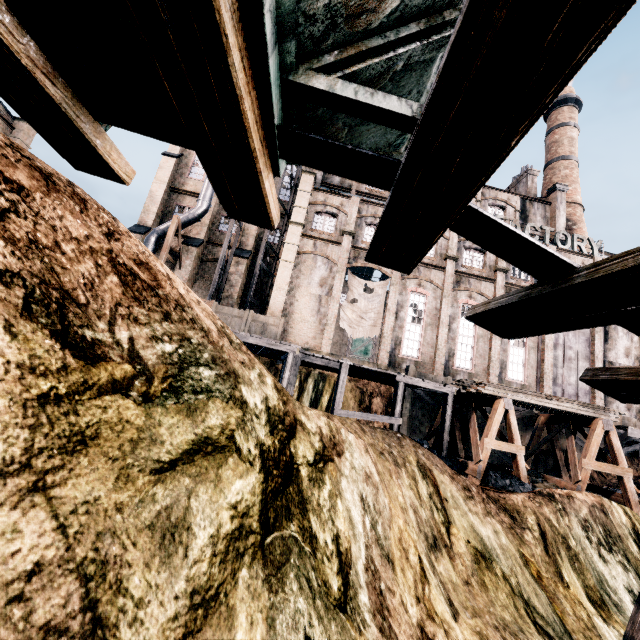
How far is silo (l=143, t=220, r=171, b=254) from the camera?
26.14m

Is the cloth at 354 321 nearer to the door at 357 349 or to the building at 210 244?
the building at 210 244

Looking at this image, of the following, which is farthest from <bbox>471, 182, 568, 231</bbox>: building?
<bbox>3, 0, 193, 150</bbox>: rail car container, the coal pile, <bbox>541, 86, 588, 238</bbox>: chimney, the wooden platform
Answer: <bbox>3, 0, 193, 150</bbox>: rail car container

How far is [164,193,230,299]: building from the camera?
28.2 meters

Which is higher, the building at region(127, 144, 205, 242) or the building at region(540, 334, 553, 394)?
the building at region(127, 144, 205, 242)

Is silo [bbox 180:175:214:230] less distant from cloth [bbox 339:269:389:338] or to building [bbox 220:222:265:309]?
→ building [bbox 220:222:265:309]

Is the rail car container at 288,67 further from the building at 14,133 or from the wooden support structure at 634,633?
the building at 14,133

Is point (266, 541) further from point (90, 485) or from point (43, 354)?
point (43, 354)
